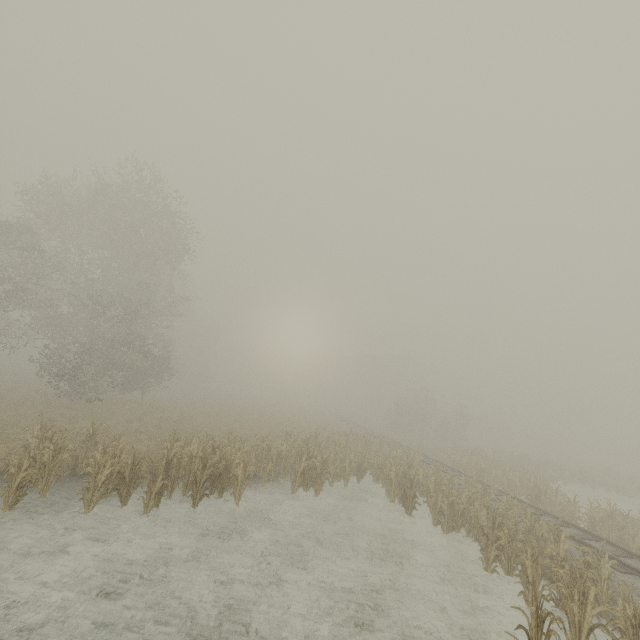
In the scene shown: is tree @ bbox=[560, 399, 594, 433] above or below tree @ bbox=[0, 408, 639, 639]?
above

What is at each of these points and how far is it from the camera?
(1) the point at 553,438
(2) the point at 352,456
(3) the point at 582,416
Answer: (1) tree, 59.91m
(2) tree, 18.95m
(3) tree, 56.25m

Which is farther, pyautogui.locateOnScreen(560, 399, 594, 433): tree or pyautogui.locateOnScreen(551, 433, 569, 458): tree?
pyautogui.locateOnScreen(551, 433, 569, 458): tree

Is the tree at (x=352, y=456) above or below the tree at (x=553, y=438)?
below

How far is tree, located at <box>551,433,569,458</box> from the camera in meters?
57.5

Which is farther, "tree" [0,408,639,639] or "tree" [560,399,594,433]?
"tree" [560,399,594,433]

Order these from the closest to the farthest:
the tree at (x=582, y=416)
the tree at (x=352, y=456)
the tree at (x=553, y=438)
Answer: the tree at (x=352, y=456), the tree at (x=582, y=416), the tree at (x=553, y=438)
